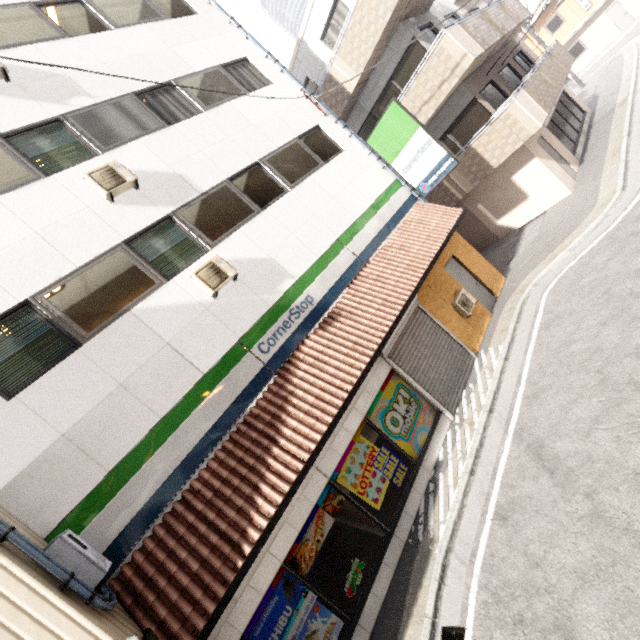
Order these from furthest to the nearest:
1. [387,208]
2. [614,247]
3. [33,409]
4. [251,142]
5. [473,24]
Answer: [473,24] → [387,208] → [251,142] → [614,247] → [33,409]

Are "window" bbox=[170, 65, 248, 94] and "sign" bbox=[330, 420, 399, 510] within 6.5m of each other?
no

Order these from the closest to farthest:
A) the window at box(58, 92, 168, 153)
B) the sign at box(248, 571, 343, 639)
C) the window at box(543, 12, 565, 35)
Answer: the sign at box(248, 571, 343, 639) → the window at box(58, 92, 168, 153) → the window at box(543, 12, 565, 35)

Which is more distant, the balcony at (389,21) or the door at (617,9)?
the door at (617,9)

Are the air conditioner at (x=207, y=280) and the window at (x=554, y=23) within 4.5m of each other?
no

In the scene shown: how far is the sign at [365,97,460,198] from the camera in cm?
928

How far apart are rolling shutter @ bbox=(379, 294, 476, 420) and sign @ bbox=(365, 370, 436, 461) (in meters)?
0.01

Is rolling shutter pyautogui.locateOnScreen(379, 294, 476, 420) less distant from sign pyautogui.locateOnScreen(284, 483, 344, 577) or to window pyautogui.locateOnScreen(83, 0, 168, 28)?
sign pyautogui.locateOnScreen(284, 483, 344, 577)
